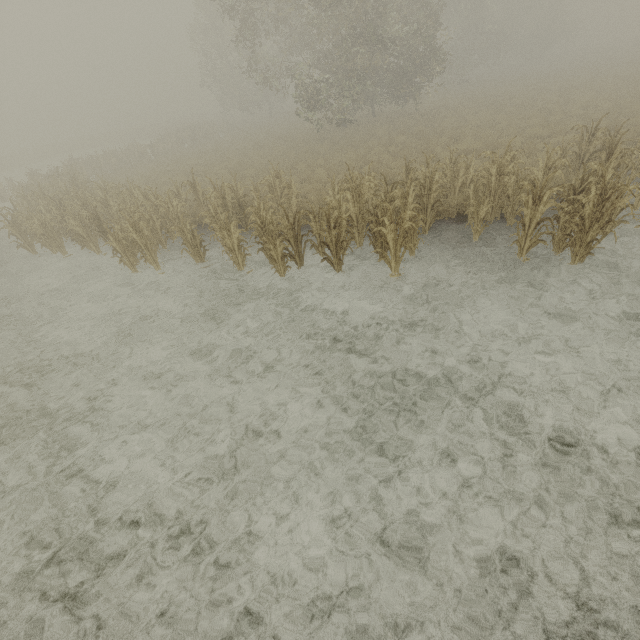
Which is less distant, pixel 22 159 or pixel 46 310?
pixel 46 310
